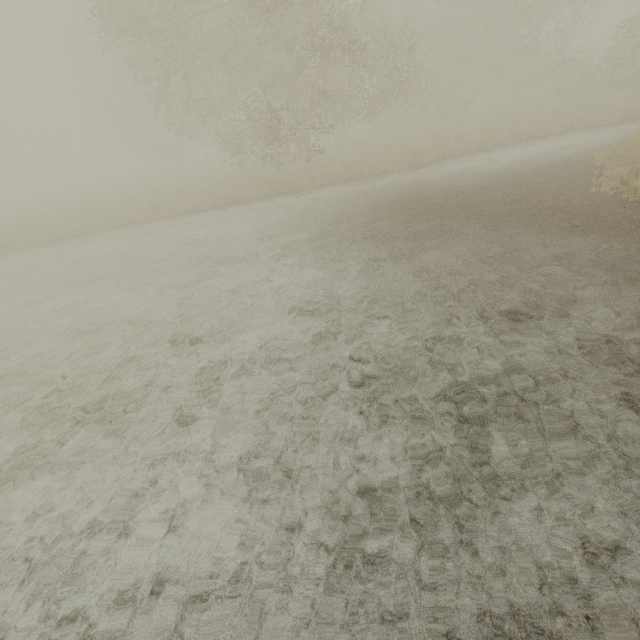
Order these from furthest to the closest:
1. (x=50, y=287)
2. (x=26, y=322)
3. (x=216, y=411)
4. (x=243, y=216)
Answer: (x=243, y=216) → (x=50, y=287) → (x=26, y=322) → (x=216, y=411)
